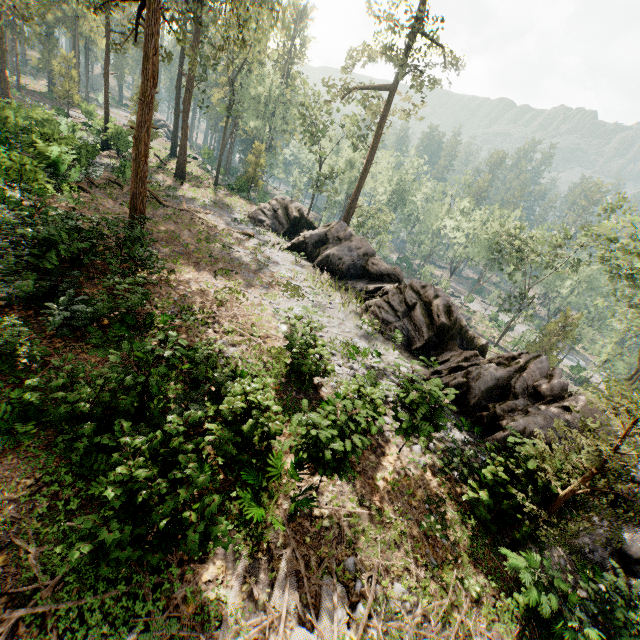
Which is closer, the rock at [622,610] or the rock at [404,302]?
the rock at [622,610]

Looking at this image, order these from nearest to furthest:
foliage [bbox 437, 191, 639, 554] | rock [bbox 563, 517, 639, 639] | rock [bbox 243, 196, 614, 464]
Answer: foliage [bbox 437, 191, 639, 554]
rock [bbox 563, 517, 639, 639]
rock [bbox 243, 196, 614, 464]

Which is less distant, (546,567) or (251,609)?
(251,609)

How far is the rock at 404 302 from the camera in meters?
12.8

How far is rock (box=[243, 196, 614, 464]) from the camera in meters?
12.8

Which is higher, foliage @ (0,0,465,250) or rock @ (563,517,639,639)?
foliage @ (0,0,465,250)

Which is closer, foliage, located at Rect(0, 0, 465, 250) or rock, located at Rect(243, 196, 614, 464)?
rock, located at Rect(243, 196, 614, 464)
